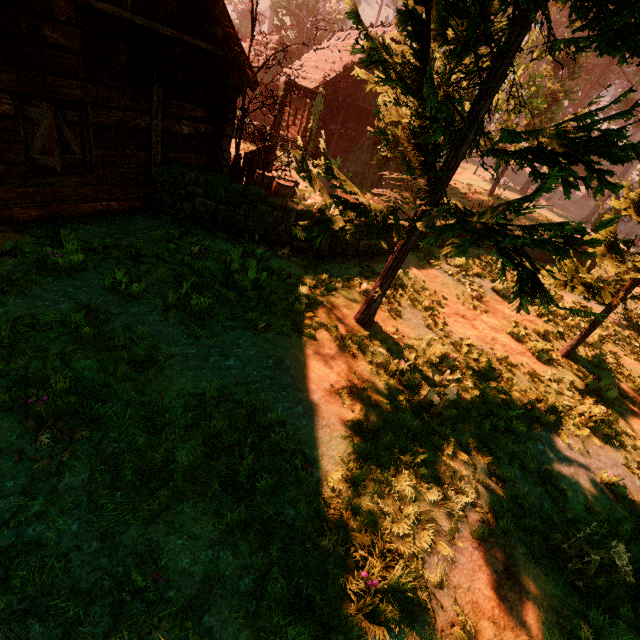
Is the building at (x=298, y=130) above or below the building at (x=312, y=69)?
below

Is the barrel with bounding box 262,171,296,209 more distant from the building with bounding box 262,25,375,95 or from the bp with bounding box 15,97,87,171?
the bp with bounding box 15,97,87,171

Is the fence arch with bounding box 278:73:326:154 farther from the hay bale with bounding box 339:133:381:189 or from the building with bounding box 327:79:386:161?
the hay bale with bounding box 339:133:381:189

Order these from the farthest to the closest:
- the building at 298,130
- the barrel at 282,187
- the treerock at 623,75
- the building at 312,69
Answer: the building at 298,130, the building at 312,69, the barrel at 282,187, the treerock at 623,75

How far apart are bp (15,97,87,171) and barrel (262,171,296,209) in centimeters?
495cm

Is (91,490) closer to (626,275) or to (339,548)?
(339,548)

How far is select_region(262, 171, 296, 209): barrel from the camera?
10.2 meters

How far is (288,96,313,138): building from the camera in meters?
20.1
